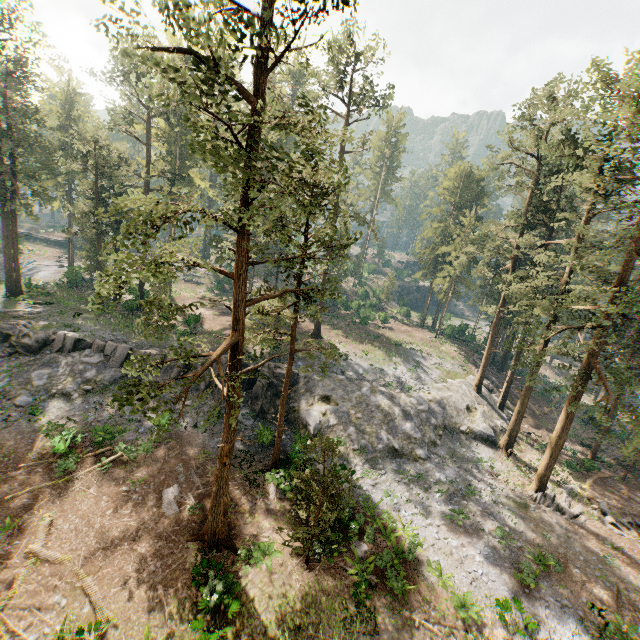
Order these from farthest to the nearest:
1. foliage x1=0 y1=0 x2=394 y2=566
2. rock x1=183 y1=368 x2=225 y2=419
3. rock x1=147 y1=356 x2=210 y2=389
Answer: rock x1=147 y1=356 x2=210 y2=389 < rock x1=183 y1=368 x2=225 y2=419 < foliage x1=0 y1=0 x2=394 y2=566

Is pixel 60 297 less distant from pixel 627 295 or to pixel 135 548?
pixel 135 548

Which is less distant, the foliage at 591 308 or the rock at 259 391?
the foliage at 591 308

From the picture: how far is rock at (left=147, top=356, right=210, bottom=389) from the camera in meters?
28.1 m
